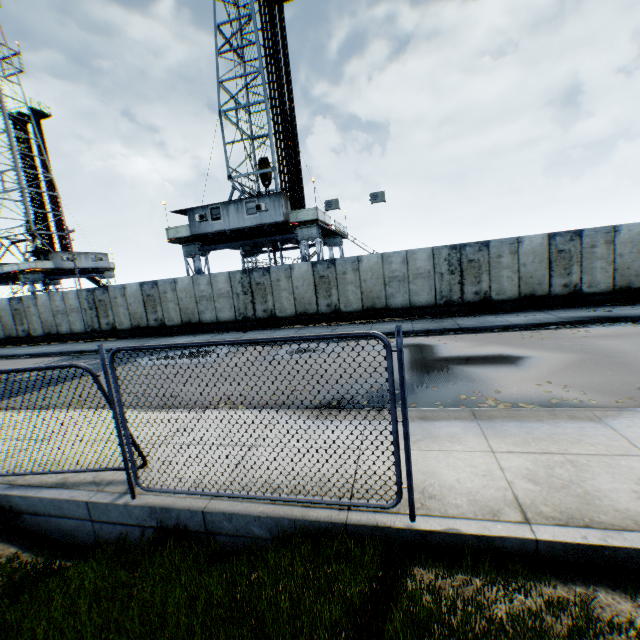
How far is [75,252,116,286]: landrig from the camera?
37.1m

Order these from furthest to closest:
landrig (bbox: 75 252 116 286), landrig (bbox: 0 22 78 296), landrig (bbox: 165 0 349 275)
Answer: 1. landrig (bbox: 75 252 116 286)
2. landrig (bbox: 0 22 78 296)
3. landrig (bbox: 165 0 349 275)

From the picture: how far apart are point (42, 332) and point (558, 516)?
28.85m

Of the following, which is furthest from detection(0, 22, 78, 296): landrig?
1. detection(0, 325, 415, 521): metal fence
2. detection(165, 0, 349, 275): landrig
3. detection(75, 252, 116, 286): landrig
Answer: detection(0, 325, 415, 521): metal fence

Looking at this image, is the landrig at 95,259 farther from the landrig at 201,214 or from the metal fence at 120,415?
the metal fence at 120,415

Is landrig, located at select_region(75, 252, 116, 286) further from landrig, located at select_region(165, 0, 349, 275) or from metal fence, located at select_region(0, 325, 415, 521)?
metal fence, located at select_region(0, 325, 415, 521)

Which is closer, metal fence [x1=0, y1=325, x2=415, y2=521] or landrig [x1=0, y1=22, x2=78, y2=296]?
metal fence [x1=0, y1=325, x2=415, y2=521]

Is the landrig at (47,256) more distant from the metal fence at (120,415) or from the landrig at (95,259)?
the metal fence at (120,415)
